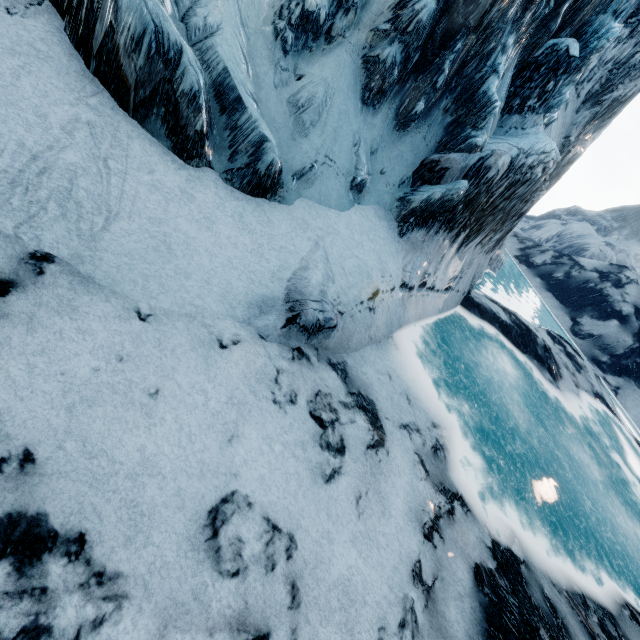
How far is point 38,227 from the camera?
4.2 meters
